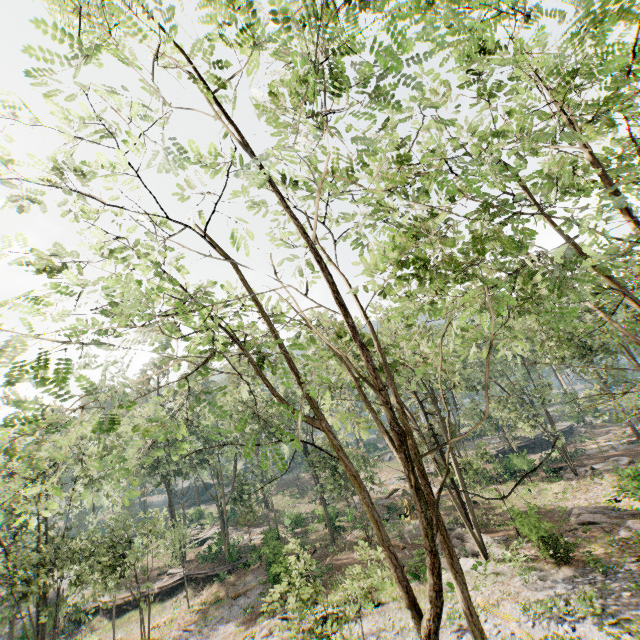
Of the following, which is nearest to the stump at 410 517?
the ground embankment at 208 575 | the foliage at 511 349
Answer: the foliage at 511 349

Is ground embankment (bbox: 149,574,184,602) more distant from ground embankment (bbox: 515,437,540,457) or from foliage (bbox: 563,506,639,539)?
ground embankment (bbox: 515,437,540,457)

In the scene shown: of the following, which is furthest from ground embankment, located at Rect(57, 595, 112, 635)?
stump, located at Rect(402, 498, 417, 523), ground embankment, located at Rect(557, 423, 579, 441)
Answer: ground embankment, located at Rect(557, 423, 579, 441)

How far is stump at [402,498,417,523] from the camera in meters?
31.9 m

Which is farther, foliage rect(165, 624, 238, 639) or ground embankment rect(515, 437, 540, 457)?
ground embankment rect(515, 437, 540, 457)

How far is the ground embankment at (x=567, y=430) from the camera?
48.7m

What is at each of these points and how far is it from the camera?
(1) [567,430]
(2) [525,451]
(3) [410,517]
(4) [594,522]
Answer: →
(1) ground embankment, 50.59m
(2) ground embankment, 32.78m
(3) stump, 32.34m
(4) foliage, 21.25m
